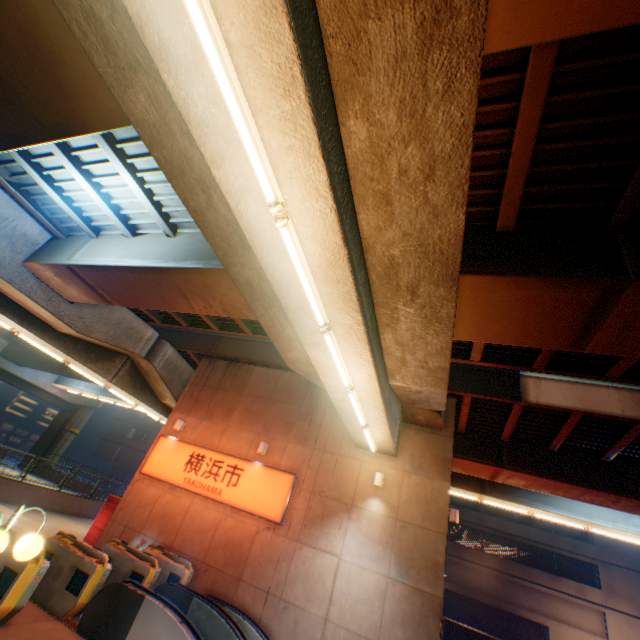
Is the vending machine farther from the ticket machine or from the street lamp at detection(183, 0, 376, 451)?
the street lamp at detection(183, 0, 376, 451)

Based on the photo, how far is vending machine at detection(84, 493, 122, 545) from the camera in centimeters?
1256cm

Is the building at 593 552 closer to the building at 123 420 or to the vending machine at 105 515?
the building at 123 420

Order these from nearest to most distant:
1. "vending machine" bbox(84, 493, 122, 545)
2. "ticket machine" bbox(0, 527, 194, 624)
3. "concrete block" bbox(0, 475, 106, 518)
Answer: "ticket machine" bbox(0, 527, 194, 624)
"vending machine" bbox(84, 493, 122, 545)
"concrete block" bbox(0, 475, 106, 518)

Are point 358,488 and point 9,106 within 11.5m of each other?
no

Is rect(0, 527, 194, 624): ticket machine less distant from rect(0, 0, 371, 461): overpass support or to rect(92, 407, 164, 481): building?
rect(0, 0, 371, 461): overpass support

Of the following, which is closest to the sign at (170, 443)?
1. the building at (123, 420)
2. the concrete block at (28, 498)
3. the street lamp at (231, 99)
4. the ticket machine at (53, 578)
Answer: the ticket machine at (53, 578)

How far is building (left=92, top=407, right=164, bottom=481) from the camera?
42.5 meters
